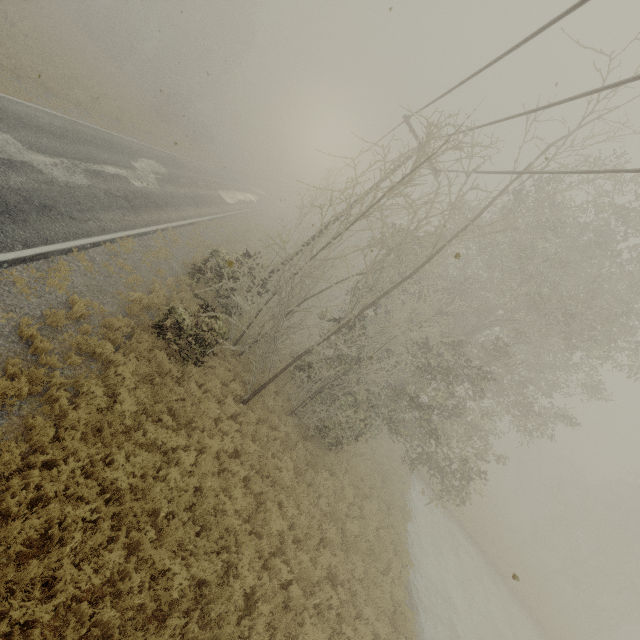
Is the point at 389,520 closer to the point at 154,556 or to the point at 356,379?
the point at 356,379
